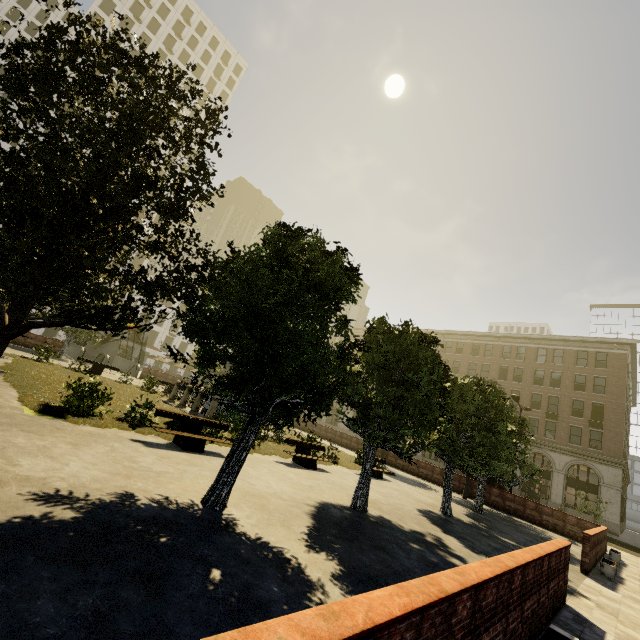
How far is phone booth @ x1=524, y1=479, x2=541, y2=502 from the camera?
34.8m

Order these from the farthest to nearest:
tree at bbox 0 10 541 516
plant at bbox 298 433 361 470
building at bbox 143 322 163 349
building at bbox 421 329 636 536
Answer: building at bbox 143 322 163 349
building at bbox 421 329 636 536
plant at bbox 298 433 361 470
tree at bbox 0 10 541 516

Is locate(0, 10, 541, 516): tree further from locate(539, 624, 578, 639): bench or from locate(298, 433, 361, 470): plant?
locate(539, 624, 578, 639): bench

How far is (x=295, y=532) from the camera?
6.2m

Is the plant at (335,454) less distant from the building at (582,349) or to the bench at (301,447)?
the bench at (301,447)

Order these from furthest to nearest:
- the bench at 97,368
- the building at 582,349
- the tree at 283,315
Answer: the building at 582,349 < the bench at 97,368 < the tree at 283,315

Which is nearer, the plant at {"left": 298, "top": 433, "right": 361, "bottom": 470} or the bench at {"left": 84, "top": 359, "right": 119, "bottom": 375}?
the plant at {"left": 298, "top": 433, "right": 361, "bottom": 470}

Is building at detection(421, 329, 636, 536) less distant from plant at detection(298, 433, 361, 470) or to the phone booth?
the phone booth
